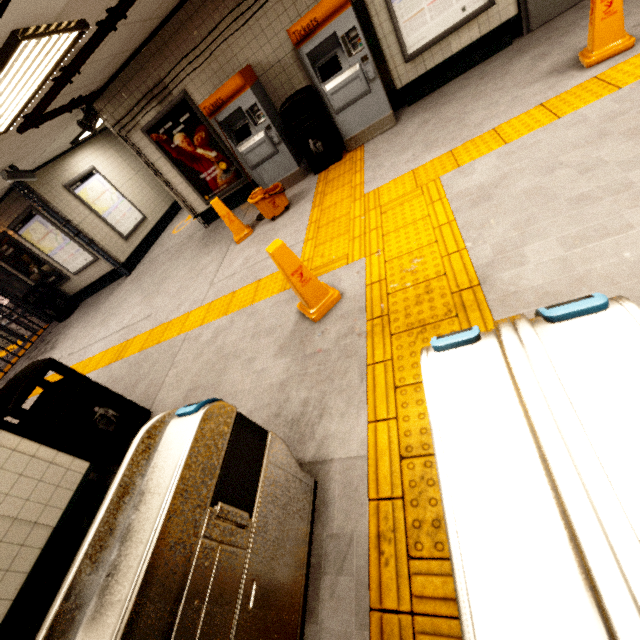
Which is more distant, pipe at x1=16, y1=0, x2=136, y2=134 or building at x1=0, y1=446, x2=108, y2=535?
pipe at x1=16, y1=0, x2=136, y2=134

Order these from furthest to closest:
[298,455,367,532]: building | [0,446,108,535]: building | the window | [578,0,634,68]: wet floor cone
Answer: the window
[578,0,634,68]: wet floor cone
[0,446,108,535]: building
[298,455,367,532]: building

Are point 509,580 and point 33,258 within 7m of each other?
no

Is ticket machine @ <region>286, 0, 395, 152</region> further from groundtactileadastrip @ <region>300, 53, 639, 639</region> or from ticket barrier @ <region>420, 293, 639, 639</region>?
ticket barrier @ <region>420, 293, 639, 639</region>

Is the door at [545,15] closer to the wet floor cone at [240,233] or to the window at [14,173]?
the wet floor cone at [240,233]

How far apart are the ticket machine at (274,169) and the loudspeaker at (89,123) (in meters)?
2.26

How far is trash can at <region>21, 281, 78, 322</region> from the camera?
9.3m

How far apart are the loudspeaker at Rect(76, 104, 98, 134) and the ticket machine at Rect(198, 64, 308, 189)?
2.26m
